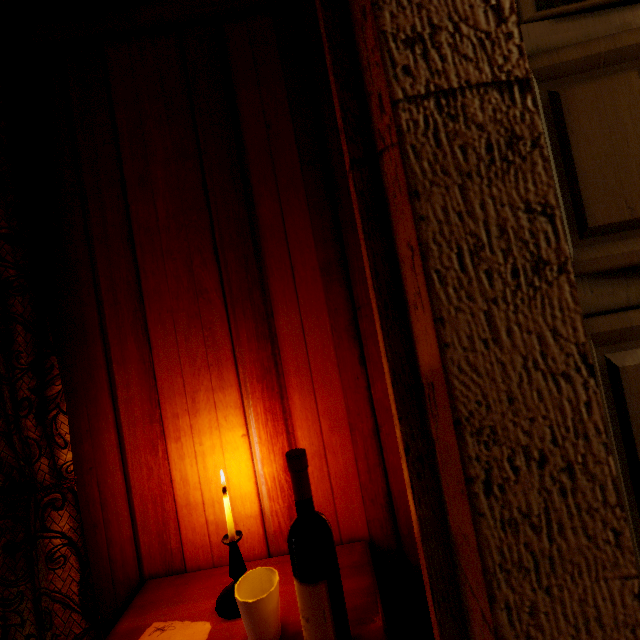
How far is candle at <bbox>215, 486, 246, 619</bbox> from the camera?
0.9 meters

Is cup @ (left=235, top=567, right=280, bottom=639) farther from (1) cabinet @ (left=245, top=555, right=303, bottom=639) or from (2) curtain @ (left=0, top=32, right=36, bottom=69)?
(2) curtain @ (left=0, top=32, right=36, bottom=69)

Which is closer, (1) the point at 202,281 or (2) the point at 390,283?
(2) the point at 390,283

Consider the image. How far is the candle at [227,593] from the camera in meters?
0.9 m

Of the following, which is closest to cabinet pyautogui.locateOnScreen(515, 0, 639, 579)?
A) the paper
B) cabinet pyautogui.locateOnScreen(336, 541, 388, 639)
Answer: cabinet pyautogui.locateOnScreen(336, 541, 388, 639)

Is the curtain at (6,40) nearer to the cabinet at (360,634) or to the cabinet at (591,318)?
the cabinet at (360,634)

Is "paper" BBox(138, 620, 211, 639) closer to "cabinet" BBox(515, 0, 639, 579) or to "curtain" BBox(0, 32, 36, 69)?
"curtain" BBox(0, 32, 36, 69)

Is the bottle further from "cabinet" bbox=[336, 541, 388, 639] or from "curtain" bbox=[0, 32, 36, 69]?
"curtain" bbox=[0, 32, 36, 69]
